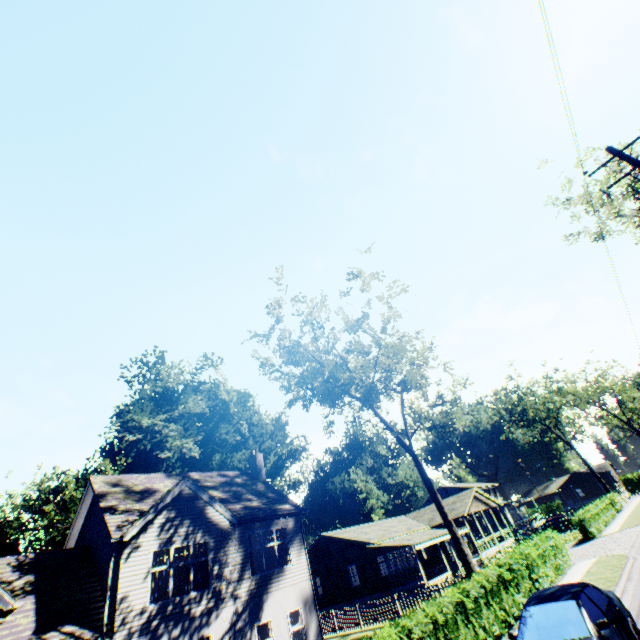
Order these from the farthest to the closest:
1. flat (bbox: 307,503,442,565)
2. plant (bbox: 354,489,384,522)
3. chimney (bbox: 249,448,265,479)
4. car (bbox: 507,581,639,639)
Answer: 1. plant (bbox: 354,489,384,522)
2. flat (bbox: 307,503,442,565)
3. chimney (bbox: 249,448,265,479)
4. car (bbox: 507,581,639,639)

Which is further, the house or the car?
the house

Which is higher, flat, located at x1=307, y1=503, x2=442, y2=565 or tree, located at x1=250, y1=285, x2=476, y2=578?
tree, located at x1=250, y1=285, x2=476, y2=578

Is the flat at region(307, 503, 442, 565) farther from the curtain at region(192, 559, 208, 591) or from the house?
the curtain at region(192, 559, 208, 591)

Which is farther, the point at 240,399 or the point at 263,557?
the point at 240,399

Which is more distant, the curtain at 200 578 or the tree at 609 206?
the tree at 609 206

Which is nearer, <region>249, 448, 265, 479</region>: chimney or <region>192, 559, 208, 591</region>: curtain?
<region>192, 559, 208, 591</region>: curtain

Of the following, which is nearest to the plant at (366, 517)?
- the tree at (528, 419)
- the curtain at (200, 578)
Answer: the curtain at (200, 578)
